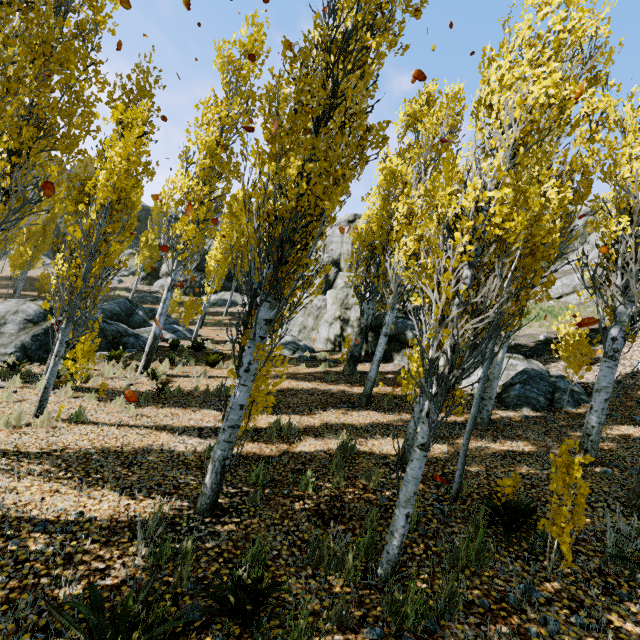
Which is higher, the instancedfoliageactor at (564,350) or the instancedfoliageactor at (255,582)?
the instancedfoliageactor at (564,350)

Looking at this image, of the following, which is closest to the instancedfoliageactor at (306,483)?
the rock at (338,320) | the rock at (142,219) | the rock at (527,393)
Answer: the rock at (527,393)

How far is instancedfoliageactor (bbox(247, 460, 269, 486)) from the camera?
5.28m

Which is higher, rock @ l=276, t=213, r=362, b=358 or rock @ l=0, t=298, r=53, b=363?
rock @ l=276, t=213, r=362, b=358

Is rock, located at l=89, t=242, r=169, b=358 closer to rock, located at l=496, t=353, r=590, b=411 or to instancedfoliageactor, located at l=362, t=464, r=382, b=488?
instancedfoliageactor, located at l=362, t=464, r=382, b=488

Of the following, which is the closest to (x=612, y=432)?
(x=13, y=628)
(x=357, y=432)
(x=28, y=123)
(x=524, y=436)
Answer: (x=524, y=436)

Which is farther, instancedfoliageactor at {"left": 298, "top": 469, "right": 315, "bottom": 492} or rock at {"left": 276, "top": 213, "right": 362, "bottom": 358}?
rock at {"left": 276, "top": 213, "right": 362, "bottom": 358}

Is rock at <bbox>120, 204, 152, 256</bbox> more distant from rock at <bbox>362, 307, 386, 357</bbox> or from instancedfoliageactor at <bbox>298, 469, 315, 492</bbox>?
rock at <bbox>362, 307, 386, 357</bbox>
